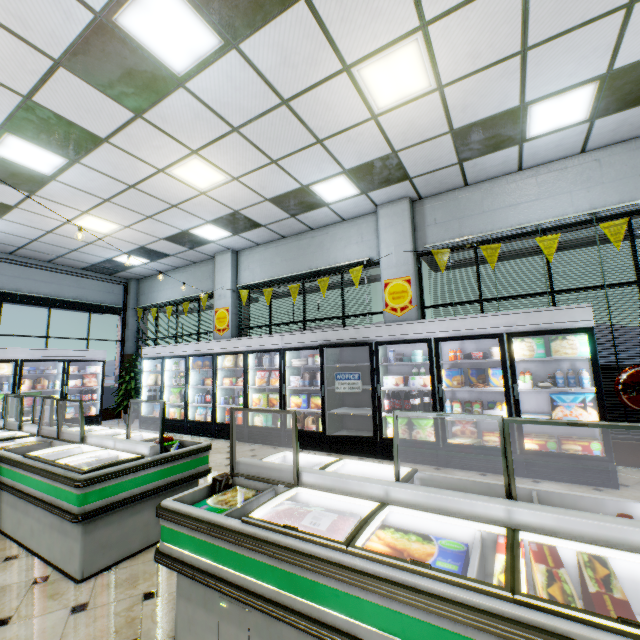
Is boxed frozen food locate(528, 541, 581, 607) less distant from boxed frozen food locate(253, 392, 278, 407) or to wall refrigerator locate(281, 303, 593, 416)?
wall refrigerator locate(281, 303, 593, 416)

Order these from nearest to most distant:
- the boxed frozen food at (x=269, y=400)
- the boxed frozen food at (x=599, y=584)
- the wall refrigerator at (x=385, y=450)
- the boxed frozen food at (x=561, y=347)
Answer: the boxed frozen food at (x=599, y=584)
the boxed frozen food at (x=561, y=347)
the wall refrigerator at (x=385, y=450)
the boxed frozen food at (x=269, y=400)

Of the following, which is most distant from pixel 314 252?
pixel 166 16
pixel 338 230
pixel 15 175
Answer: pixel 15 175

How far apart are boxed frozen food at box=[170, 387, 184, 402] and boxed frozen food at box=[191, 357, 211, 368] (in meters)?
0.86

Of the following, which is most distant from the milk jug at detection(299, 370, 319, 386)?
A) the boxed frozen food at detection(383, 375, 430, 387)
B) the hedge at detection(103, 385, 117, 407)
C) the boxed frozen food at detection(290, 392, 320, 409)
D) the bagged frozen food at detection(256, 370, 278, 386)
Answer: the hedge at detection(103, 385, 117, 407)

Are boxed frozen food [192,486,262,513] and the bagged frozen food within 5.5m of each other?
yes

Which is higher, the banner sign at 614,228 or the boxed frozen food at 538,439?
the banner sign at 614,228

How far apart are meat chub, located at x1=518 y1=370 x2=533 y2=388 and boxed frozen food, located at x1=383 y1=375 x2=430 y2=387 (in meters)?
1.73
